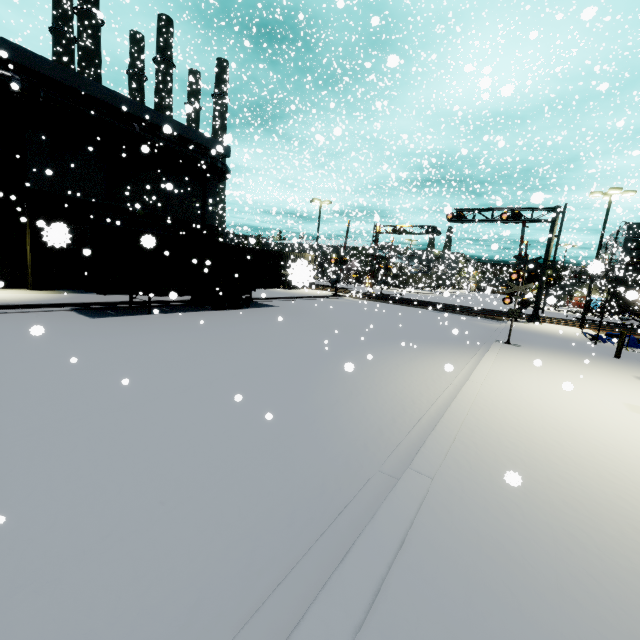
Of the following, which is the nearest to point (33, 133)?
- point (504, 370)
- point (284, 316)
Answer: point (284, 316)

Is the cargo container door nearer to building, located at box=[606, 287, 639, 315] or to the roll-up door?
building, located at box=[606, 287, 639, 315]

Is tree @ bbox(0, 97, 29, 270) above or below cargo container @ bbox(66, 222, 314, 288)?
above

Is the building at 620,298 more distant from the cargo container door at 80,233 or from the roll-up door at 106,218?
the cargo container door at 80,233

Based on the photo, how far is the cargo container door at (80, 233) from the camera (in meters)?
12.10

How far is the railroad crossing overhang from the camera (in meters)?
23.80

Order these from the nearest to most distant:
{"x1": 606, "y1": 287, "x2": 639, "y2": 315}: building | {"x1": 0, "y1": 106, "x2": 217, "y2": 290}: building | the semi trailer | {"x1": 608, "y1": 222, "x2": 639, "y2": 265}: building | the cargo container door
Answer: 1. {"x1": 606, "y1": 287, "x2": 639, "y2": 315}: building
2. the cargo container door
3. the semi trailer
4. {"x1": 0, "y1": 106, "x2": 217, "y2": 290}: building
5. {"x1": 608, "y1": 222, "x2": 639, "y2": 265}: building

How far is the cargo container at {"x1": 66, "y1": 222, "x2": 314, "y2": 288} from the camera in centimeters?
1232cm
